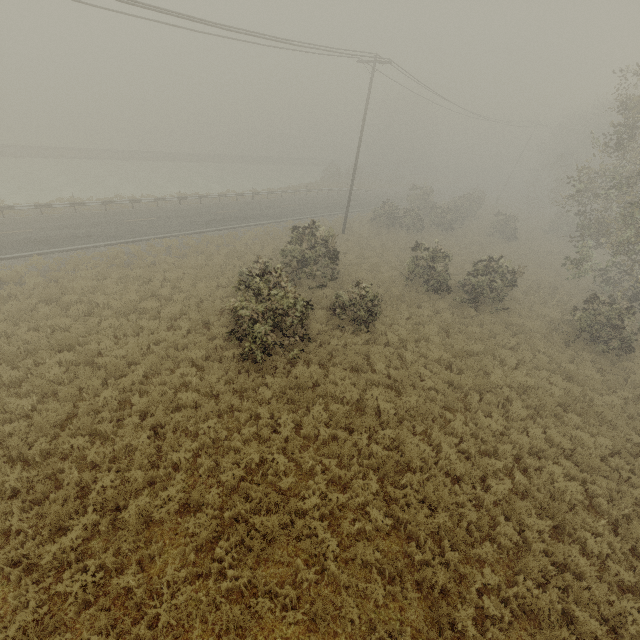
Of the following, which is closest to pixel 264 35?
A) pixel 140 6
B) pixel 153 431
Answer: pixel 140 6
